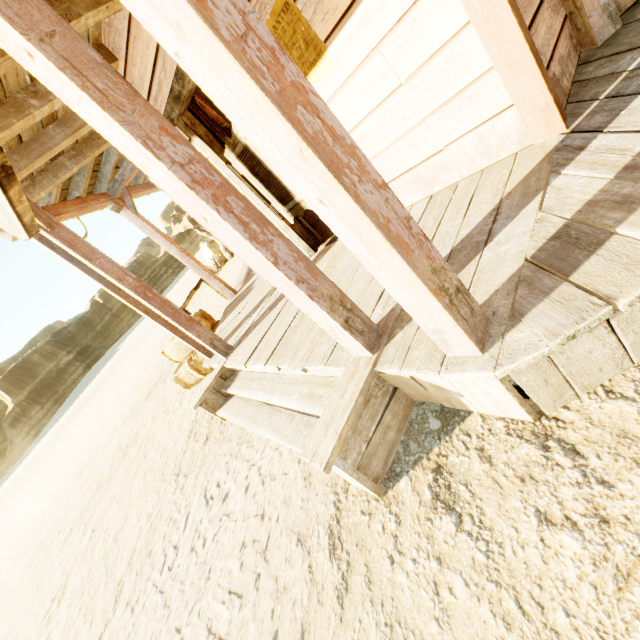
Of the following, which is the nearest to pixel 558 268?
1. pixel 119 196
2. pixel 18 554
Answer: pixel 119 196

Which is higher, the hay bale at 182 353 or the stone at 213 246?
the stone at 213 246

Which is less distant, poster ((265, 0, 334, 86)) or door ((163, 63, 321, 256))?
poster ((265, 0, 334, 86))

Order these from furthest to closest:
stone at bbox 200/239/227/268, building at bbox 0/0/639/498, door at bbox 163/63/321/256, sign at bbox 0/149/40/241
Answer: stone at bbox 200/239/227/268 < door at bbox 163/63/321/256 < sign at bbox 0/149/40/241 < building at bbox 0/0/639/498

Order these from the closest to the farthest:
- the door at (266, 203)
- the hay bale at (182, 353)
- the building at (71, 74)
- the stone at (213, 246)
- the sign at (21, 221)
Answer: the building at (71, 74)
the sign at (21, 221)
the door at (266, 203)
the hay bale at (182, 353)
the stone at (213, 246)

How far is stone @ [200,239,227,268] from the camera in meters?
17.2

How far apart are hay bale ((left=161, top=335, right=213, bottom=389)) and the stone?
11.6m

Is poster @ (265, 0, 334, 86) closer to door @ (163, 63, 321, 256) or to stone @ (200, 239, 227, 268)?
door @ (163, 63, 321, 256)
